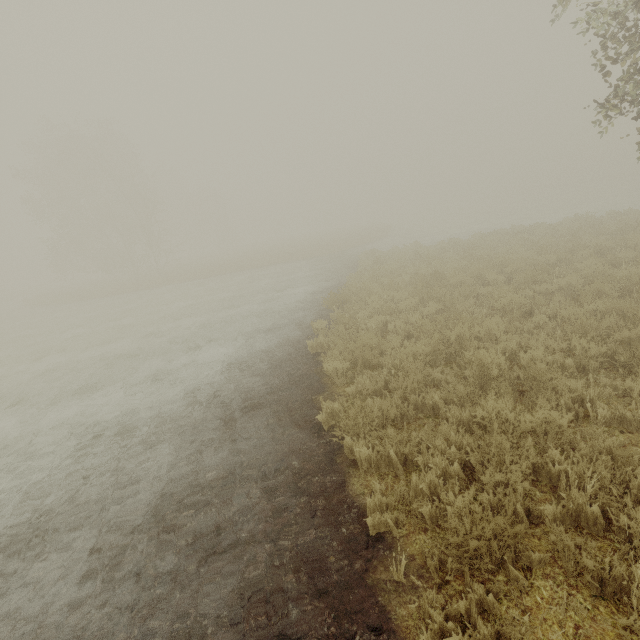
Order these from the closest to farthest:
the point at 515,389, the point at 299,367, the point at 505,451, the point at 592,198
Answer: the point at 505,451, the point at 515,389, the point at 299,367, the point at 592,198

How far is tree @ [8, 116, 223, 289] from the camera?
30.5 meters

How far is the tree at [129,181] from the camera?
30.5m
